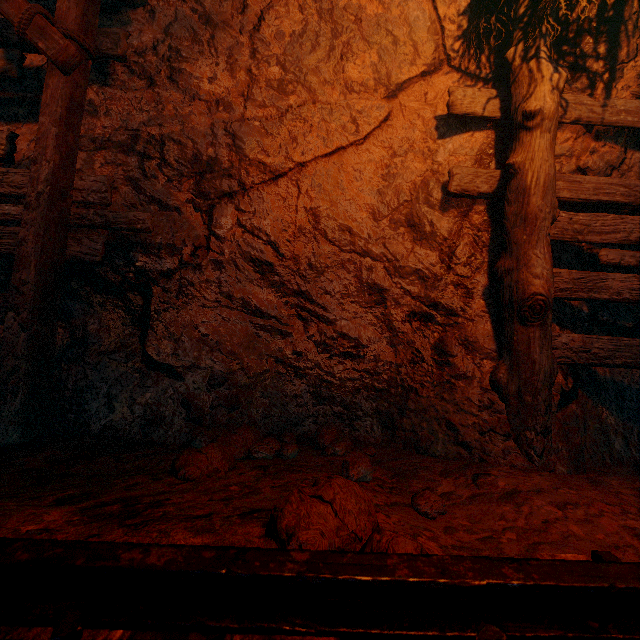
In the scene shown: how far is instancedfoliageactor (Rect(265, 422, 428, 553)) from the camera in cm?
96

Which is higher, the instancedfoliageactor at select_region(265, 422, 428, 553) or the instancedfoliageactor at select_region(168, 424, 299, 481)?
the instancedfoliageactor at select_region(265, 422, 428, 553)

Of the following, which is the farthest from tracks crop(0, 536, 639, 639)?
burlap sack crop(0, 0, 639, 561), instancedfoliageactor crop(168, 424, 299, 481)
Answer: instancedfoliageactor crop(168, 424, 299, 481)

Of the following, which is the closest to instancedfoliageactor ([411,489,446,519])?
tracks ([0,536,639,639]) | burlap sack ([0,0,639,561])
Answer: burlap sack ([0,0,639,561])

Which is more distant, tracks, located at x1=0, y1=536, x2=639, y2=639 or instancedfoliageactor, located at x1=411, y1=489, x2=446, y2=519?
instancedfoliageactor, located at x1=411, y1=489, x2=446, y2=519

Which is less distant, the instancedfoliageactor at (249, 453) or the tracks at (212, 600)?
the tracks at (212, 600)

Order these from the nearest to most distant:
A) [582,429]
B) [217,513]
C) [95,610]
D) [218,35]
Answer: [95,610], [217,513], [582,429], [218,35]

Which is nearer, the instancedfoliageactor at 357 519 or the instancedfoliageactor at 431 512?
the instancedfoliageactor at 357 519
